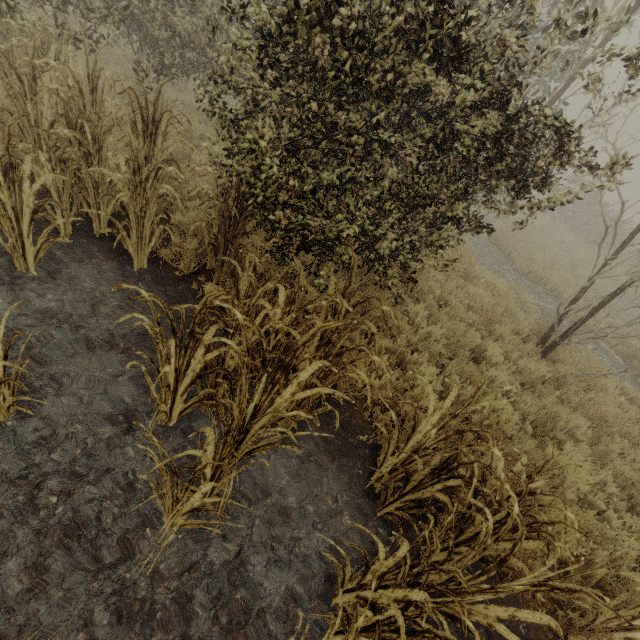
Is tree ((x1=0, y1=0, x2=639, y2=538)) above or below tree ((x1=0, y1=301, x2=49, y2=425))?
above

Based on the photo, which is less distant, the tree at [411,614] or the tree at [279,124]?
the tree at [411,614]

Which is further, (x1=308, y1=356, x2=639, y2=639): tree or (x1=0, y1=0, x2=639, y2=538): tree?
(x1=0, y1=0, x2=639, y2=538): tree

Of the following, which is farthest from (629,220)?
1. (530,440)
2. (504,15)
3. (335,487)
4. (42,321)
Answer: (42,321)

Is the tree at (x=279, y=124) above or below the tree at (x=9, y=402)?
above
